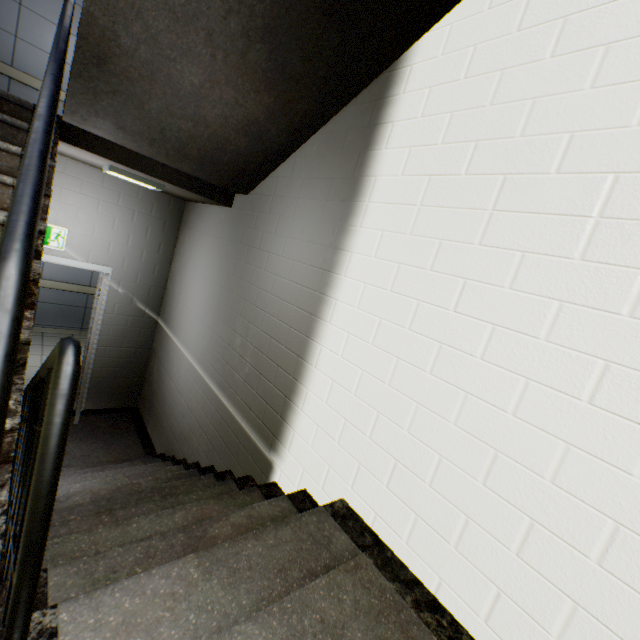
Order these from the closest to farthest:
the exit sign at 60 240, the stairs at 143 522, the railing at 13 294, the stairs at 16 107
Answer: the railing at 13 294, the stairs at 143 522, the stairs at 16 107, the exit sign at 60 240

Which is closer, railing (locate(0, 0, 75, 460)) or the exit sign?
railing (locate(0, 0, 75, 460))

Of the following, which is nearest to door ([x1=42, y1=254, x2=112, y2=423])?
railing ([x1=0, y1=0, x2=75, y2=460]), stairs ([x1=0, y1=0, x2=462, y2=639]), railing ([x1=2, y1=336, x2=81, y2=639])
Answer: stairs ([x1=0, y1=0, x2=462, y2=639])

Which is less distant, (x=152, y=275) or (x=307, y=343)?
(x=307, y=343)

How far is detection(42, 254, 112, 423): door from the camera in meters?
4.1

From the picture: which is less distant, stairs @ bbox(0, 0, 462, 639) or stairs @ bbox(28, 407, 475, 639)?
stairs @ bbox(28, 407, 475, 639)

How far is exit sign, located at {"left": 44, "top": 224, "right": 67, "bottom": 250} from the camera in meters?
3.9

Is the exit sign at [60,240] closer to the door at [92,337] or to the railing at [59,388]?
the door at [92,337]
